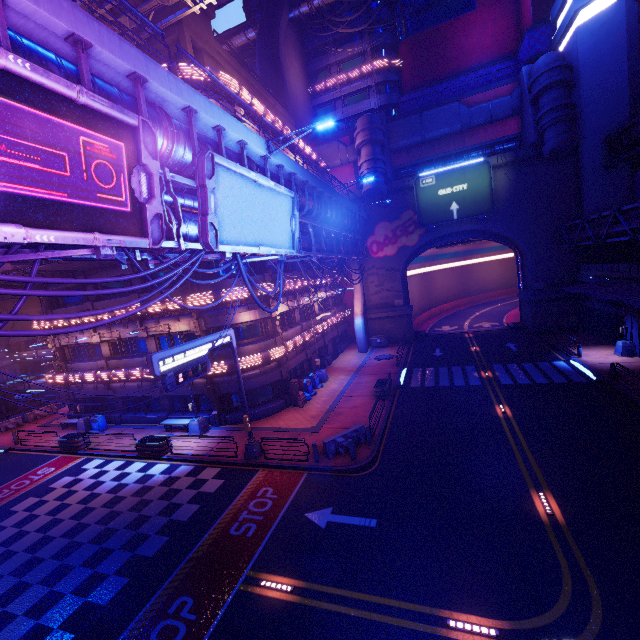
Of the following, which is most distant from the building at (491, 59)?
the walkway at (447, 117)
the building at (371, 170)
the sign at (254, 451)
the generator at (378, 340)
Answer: the sign at (254, 451)

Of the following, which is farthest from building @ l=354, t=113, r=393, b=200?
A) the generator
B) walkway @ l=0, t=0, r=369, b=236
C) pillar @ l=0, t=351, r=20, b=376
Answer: pillar @ l=0, t=351, r=20, b=376

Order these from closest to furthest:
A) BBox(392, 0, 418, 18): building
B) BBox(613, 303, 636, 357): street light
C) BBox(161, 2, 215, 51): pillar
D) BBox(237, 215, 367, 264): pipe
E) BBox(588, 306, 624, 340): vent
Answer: BBox(237, 215, 367, 264): pipe, BBox(161, 2, 215, 51): pillar, BBox(613, 303, 636, 357): street light, BBox(588, 306, 624, 340): vent, BBox(392, 0, 418, 18): building

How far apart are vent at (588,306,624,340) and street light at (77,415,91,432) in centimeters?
4267cm

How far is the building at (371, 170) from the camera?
33.3 meters

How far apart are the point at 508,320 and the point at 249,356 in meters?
36.0

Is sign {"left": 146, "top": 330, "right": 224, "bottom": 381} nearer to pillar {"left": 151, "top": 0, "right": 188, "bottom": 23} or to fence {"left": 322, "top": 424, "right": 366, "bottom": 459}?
fence {"left": 322, "top": 424, "right": 366, "bottom": 459}

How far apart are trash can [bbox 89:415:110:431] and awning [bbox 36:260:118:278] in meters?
10.9
